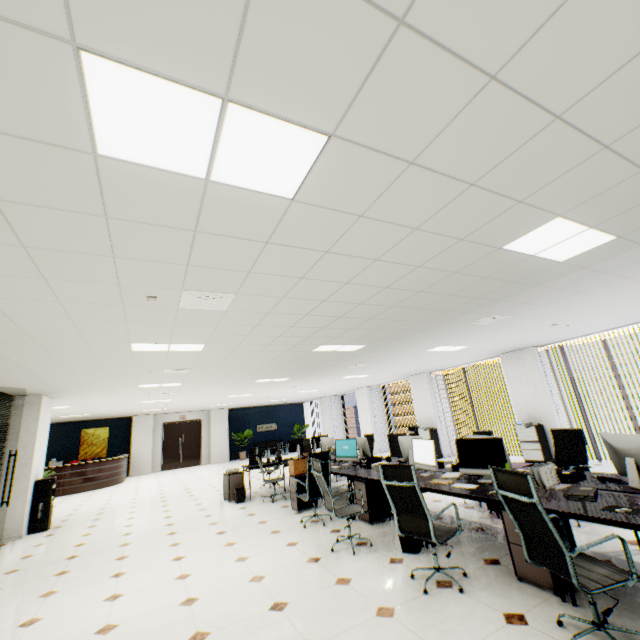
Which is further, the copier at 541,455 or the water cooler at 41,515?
the copier at 541,455

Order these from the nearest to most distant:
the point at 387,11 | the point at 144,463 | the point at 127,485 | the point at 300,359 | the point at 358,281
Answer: the point at 387,11, the point at 358,281, the point at 300,359, the point at 127,485, the point at 144,463

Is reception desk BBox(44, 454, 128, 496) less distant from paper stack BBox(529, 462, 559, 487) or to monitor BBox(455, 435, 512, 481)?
monitor BBox(455, 435, 512, 481)

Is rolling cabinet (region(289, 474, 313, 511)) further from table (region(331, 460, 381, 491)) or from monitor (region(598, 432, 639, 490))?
monitor (region(598, 432, 639, 490))

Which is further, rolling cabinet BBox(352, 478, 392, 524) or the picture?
the picture

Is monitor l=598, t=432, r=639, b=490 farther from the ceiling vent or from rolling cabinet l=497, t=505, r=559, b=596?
the ceiling vent

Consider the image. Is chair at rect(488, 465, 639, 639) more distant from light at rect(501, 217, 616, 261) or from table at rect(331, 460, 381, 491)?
light at rect(501, 217, 616, 261)

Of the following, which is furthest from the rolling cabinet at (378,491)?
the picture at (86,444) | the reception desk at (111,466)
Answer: the picture at (86,444)
